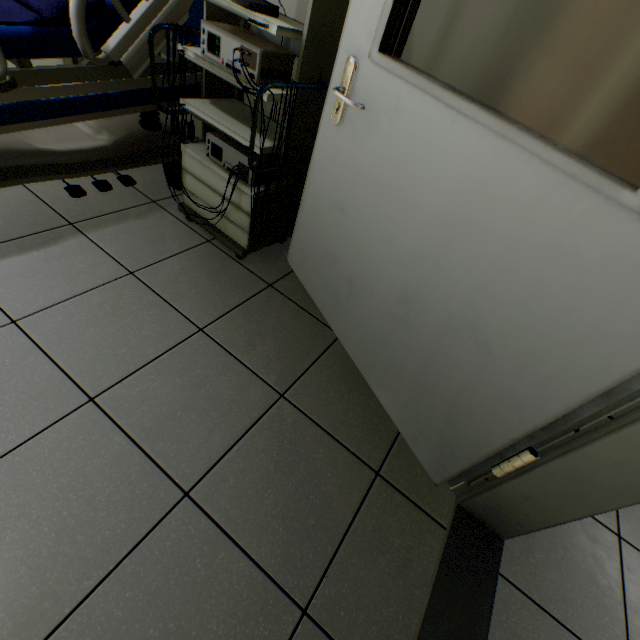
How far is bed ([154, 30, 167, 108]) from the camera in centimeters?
147cm

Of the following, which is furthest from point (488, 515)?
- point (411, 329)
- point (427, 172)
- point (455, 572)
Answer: point (427, 172)

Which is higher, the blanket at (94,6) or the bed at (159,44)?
the blanket at (94,6)

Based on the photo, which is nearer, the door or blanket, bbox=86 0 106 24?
the door

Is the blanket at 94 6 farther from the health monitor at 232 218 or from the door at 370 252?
the door at 370 252

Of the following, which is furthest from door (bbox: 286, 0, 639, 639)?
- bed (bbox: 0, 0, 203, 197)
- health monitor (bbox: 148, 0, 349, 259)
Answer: bed (bbox: 0, 0, 203, 197)

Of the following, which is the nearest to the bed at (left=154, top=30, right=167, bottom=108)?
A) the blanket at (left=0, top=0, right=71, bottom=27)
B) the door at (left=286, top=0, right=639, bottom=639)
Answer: the blanket at (left=0, top=0, right=71, bottom=27)
